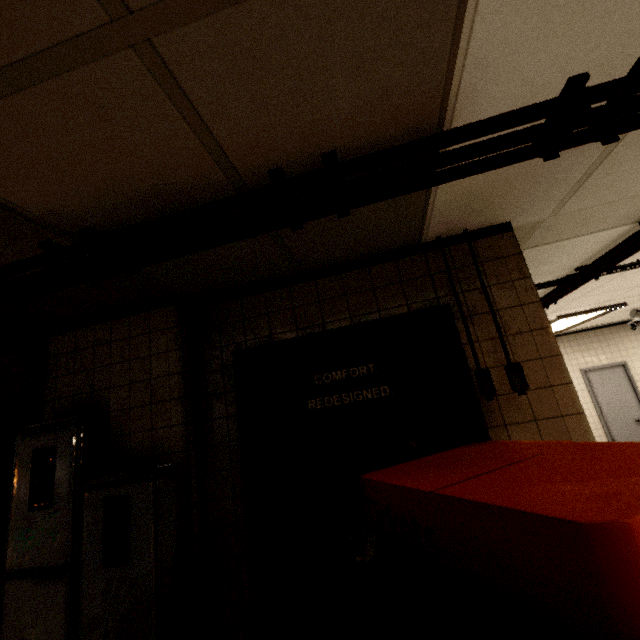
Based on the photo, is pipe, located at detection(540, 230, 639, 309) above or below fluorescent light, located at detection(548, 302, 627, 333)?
below

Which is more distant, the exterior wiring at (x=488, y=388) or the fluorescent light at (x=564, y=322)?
the fluorescent light at (x=564, y=322)

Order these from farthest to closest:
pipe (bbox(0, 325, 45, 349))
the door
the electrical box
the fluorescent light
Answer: the door < the fluorescent light < pipe (bbox(0, 325, 45, 349)) < the electrical box

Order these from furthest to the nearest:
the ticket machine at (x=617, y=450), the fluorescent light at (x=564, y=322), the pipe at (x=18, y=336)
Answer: the fluorescent light at (x=564, y=322) < the pipe at (x=18, y=336) < the ticket machine at (x=617, y=450)

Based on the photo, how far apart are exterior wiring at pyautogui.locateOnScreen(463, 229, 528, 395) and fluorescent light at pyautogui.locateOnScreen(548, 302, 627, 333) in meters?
4.5 m

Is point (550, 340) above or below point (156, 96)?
below

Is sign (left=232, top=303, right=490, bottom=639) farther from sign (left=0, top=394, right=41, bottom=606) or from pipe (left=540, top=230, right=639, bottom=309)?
sign (left=0, top=394, right=41, bottom=606)

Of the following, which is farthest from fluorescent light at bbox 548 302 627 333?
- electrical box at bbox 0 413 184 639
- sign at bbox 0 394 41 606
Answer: sign at bbox 0 394 41 606
